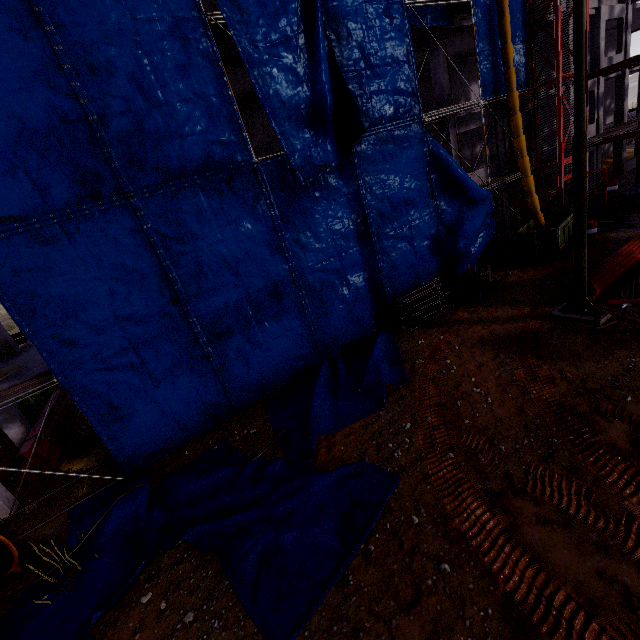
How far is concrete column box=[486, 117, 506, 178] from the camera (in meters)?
18.67

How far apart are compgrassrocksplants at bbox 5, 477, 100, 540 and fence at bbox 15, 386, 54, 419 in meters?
8.1 m

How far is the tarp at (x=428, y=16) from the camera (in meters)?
13.36

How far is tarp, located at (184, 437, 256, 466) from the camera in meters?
9.6

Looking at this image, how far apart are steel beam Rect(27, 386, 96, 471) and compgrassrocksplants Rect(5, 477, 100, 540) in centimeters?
123cm

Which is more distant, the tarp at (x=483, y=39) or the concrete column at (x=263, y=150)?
the concrete column at (x=263, y=150)

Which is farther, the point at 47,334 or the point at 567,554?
the point at 47,334

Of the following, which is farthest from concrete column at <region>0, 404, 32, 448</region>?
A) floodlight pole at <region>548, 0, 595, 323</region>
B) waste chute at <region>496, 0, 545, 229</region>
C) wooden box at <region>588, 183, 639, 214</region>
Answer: wooden box at <region>588, 183, 639, 214</region>
